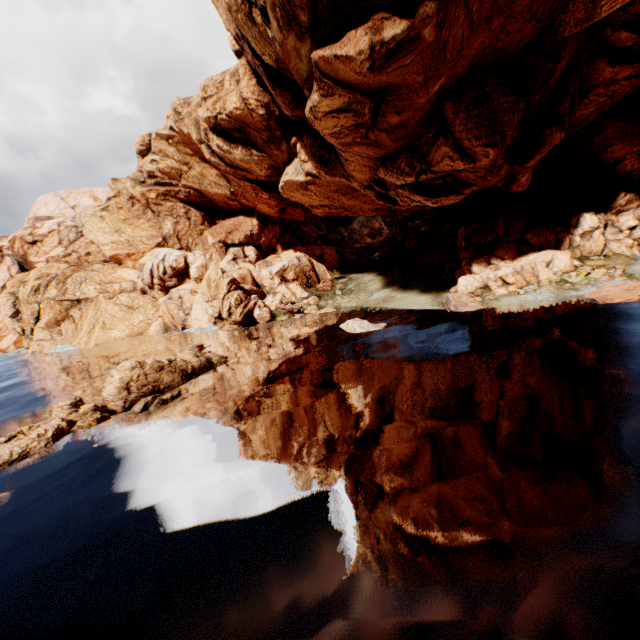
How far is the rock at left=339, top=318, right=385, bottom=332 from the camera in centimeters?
2855cm

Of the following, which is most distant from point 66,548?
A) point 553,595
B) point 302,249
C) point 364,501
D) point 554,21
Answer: point 302,249

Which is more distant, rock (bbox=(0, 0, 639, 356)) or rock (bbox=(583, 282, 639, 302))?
rock (bbox=(583, 282, 639, 302))

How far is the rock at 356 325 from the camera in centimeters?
2855cm

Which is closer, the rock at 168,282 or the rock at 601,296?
the rock at 168,282

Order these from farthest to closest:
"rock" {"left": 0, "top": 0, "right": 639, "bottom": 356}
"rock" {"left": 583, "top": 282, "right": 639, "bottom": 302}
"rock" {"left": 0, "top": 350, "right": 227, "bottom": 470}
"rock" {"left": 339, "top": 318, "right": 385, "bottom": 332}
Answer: "rock" {"left": 339, "top": 318, "right": 385, "bottom": 332}, "rock" {"left": 583, "top": 282, "right": 639, "bottom": 302}, "rock" {"left": 0, "top": 0, "right": 639, "bottom": 356}, "rock" {"left": 0, "top": 350, "right": 227, "bottom": 470}
